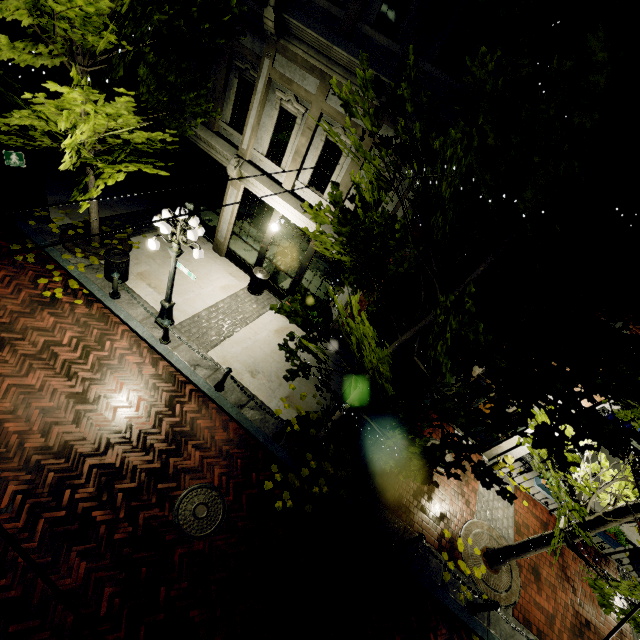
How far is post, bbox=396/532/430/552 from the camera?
7.1m

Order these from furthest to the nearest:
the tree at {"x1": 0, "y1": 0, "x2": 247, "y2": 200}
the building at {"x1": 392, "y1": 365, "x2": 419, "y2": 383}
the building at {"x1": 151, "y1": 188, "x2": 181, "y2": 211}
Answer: the building at {"x1": 151, "y1": 188, "x2": 181, "y2": 211}, the building at {"x1": 392, "y1": 365, "x2": 419, "y2": 383}, the tree at {"x1": 0, "y1": 0, "x2": 247, "y2": 200}

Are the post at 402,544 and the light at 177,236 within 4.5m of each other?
no

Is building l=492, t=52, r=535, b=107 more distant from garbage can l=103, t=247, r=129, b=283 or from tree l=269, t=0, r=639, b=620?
garbage can l=103, t=247, r=129, b=283

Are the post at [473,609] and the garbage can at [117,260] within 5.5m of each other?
no

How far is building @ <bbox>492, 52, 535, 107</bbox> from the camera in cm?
614

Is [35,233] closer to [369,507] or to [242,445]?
[242,445]
